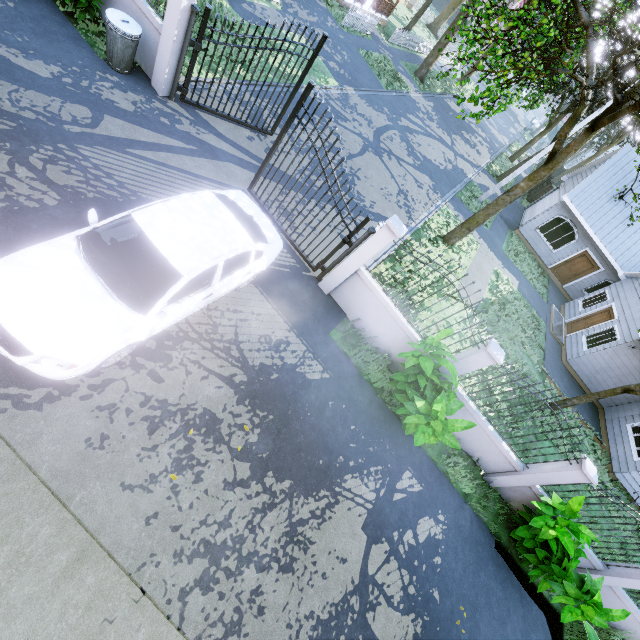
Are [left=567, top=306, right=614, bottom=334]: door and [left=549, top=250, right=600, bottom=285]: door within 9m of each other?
yes

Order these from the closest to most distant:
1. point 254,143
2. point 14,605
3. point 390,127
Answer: point 14,605 < point 254,143 < point 390,127

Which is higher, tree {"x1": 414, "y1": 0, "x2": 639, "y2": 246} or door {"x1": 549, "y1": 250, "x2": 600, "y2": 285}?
tree {"x1": 414, "y1": 0, "x2": 639, "y2": 246}

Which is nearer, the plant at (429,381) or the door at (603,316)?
the plant at (429,381)

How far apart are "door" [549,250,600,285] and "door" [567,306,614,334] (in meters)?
4.41

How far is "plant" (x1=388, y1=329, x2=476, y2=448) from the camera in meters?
6.0

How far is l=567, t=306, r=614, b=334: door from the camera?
15.93m

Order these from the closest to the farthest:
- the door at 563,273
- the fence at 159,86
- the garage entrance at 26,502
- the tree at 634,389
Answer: the garage entrance at 26,502
the fence at 159,86
the tree at 634,389
the door at 563,273
